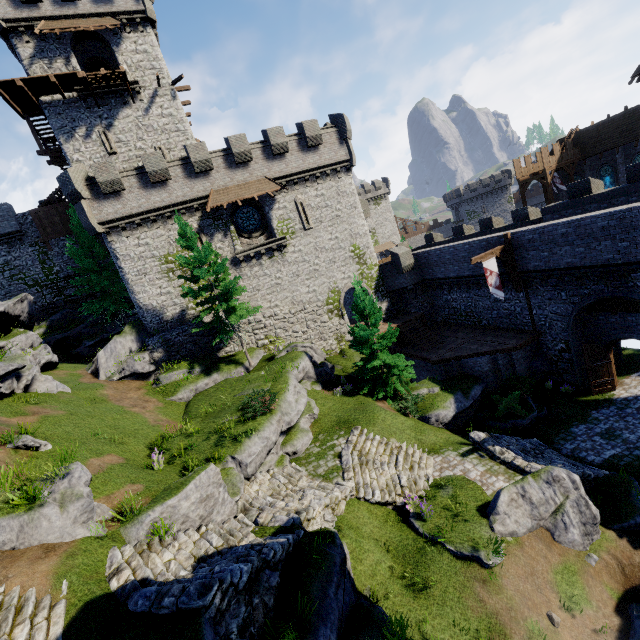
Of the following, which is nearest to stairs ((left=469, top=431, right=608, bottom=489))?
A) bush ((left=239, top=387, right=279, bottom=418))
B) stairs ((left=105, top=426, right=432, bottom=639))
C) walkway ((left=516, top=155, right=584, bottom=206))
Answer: stairs ((left=105, top=426, right=432, bottom=639))

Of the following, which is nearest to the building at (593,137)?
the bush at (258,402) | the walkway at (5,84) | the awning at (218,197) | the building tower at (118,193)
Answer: the building tower at (118,193)

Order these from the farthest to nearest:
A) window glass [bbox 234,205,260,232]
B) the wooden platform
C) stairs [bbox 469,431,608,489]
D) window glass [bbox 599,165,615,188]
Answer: window glass [bbox 599,165,615,188] < window glass [bbox 234,205,260,232] < the wooden platform < stairs [bbox 469,431,608,489]

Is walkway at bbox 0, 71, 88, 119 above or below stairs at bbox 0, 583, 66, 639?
above

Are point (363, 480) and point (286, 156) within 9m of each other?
no

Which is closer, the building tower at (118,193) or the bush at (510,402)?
the bush at (510,402)

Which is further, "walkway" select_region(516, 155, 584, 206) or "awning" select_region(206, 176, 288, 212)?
"walkway" select_region(516, 155, 584, 206)

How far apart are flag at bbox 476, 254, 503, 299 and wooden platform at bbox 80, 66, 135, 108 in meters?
29.1 m
